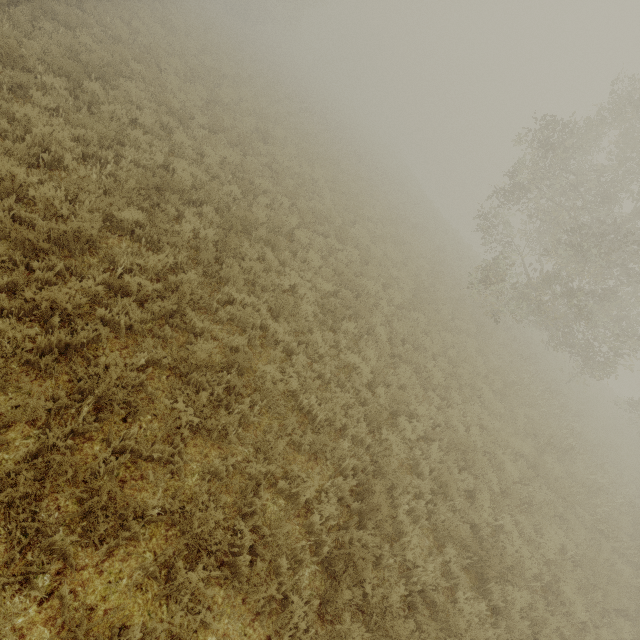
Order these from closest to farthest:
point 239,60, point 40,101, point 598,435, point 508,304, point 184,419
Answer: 1. point 184,419
2. point 40,101
3. point 598,435
4. point 508,304
5. point 239,60
